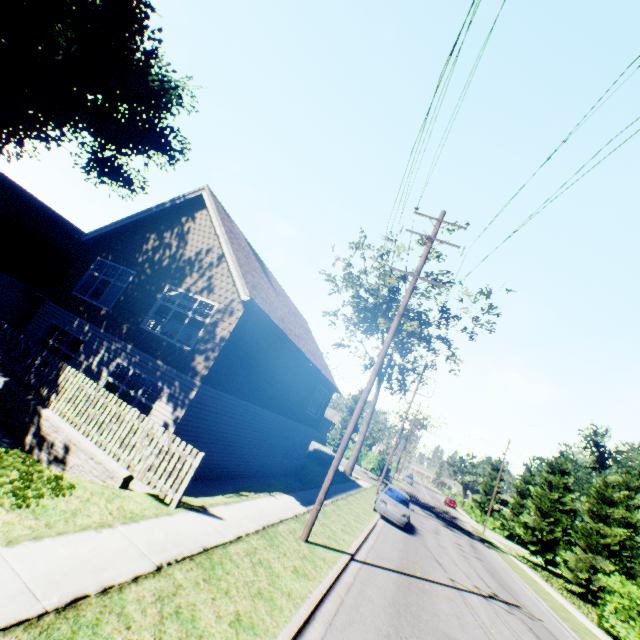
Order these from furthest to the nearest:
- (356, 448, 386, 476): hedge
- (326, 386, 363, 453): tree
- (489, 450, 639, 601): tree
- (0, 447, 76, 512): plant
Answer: (326, 386, 363, 453): tree < (356, 448, 386, 476): hedge < (489, 450, 639, 601): tree < (0, 447, 76, 512): plant

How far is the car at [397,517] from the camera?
17.3m

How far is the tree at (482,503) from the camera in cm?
5759

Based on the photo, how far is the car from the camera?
17.3m

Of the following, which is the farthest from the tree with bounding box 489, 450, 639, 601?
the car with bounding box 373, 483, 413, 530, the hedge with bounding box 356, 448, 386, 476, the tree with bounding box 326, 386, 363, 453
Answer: the tree with bounding box 326, 386, 363, 453

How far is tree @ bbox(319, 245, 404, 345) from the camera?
29.33m

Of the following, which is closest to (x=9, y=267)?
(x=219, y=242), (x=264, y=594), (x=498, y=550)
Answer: (x=219, y=242)

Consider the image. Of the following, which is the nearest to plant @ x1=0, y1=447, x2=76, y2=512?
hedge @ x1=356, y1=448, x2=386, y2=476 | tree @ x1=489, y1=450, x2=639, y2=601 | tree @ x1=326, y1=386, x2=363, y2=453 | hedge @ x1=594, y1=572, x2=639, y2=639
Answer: tree @ x1=326, y1=386, x2=363, y2=453
